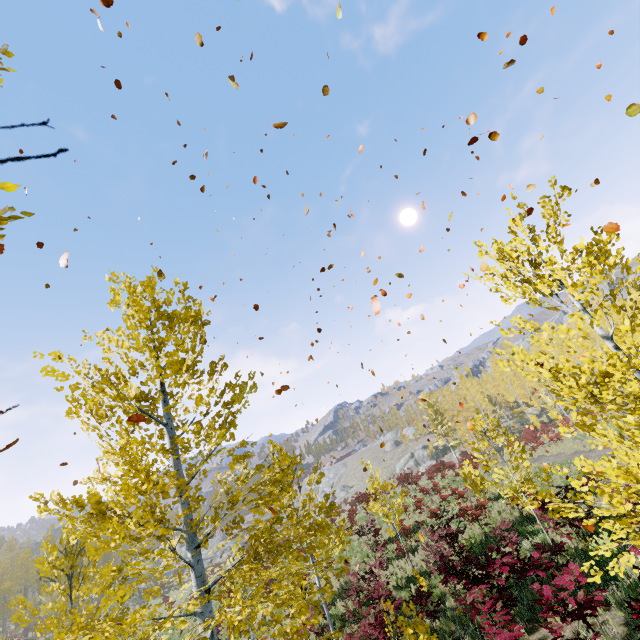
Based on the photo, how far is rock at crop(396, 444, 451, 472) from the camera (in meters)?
50.29

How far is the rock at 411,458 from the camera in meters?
50.3 m

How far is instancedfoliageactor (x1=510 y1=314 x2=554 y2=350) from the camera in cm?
365

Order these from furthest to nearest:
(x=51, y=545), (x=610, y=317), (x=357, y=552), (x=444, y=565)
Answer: (x=51, y=545) < (x=357, y=552) < (x=444, y=565) < (x=610, y=317)

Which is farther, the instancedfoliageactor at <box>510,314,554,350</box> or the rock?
the rock

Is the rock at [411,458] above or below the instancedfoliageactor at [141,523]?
below

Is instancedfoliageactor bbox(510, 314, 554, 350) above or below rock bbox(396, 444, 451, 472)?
above
